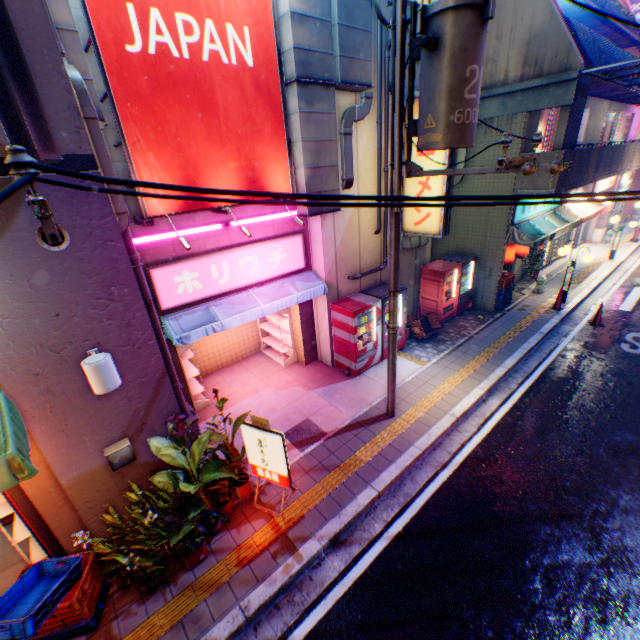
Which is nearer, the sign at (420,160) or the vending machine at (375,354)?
the sign at (420,160)

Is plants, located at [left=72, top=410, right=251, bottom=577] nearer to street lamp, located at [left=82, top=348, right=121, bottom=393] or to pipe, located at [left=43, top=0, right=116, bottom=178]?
street lamp, located at [left=82, top=348, right=121, bottom=393]

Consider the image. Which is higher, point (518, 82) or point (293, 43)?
point (293, 43)

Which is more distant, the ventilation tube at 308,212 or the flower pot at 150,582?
the ventilation tube at 308,212

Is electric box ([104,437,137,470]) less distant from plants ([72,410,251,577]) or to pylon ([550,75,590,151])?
plants ([72,410,251,577])

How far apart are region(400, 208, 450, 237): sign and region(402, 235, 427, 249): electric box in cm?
24

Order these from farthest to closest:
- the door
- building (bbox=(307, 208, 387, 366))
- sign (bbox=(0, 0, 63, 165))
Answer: building (bbox=(307, 208, 387, 366)), the door, sign (bbox=(0, 0, 63, 165))

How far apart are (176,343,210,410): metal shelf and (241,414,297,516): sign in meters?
3.1
